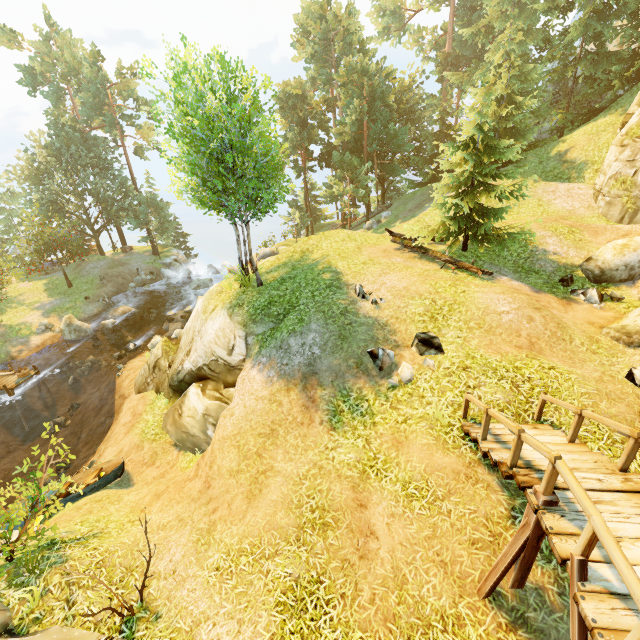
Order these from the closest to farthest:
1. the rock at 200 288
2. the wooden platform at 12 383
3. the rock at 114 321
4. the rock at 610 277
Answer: the rock at 610 277 → the wooden platform at 12 383 → the rock at 114 321 → the rock at 200 288

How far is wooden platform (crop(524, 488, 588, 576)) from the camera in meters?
3.8

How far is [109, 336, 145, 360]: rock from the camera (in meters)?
23.45

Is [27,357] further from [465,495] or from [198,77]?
[465,495]

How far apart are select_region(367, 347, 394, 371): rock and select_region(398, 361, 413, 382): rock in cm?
35

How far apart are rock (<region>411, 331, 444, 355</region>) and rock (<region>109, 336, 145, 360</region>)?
22.0 meters

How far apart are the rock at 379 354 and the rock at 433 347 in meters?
0.5

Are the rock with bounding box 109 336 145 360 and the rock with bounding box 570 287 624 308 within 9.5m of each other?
no
